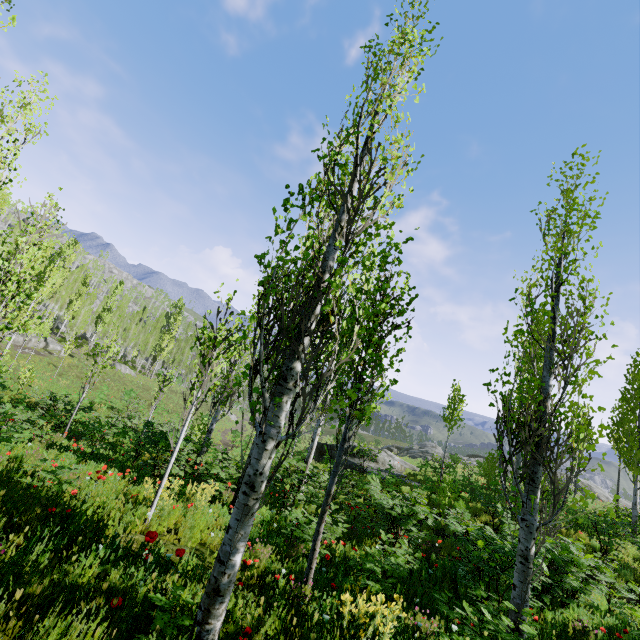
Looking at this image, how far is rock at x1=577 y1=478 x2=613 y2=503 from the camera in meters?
28.1

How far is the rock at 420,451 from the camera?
21.0m

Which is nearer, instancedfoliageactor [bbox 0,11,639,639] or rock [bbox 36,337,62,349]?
instancedfoliageactor [bbox 0,11,639,639]

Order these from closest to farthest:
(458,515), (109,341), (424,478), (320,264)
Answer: (320,264) → (109,341) → (458,515) → (424,478)

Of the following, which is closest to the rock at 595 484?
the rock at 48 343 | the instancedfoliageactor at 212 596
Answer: the instancedfoliageactor at 212 596

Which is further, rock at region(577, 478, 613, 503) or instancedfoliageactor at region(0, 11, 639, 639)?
rock at region(577, 478, 613, 503)

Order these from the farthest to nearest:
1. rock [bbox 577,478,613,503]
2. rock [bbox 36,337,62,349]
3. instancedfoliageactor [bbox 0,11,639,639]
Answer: rock [bbox 36,337,62,349] → rock [bbox 577,478,613,503] → instancedfoliageactor [bbox 0,11,639,639]

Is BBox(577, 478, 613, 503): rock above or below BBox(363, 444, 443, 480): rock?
above
